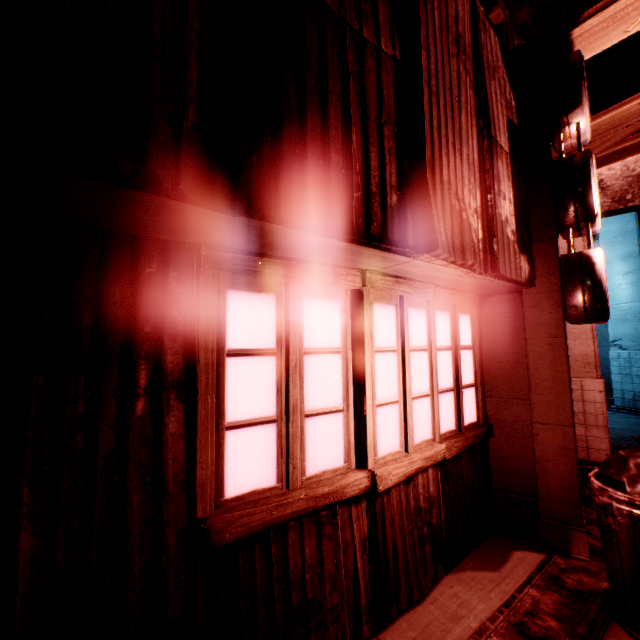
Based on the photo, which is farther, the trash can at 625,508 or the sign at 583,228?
the sign at 583,228

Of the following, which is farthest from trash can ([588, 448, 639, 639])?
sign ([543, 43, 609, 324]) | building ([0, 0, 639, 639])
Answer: sign ([543, 43, 609, 324])

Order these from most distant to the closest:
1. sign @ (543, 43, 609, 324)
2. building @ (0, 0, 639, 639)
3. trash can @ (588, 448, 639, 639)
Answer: sign @ (543, 43, 609, 324), trash can @ (588, 448, 639, 639), building @ (0, 0, 639, 639)

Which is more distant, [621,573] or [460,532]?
[460,532]

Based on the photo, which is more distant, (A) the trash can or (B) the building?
(A) the trash can

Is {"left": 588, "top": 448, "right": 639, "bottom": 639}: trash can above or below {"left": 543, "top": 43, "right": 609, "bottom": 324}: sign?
below

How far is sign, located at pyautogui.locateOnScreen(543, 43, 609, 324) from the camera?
3.1m

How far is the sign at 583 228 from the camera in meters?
3.1
